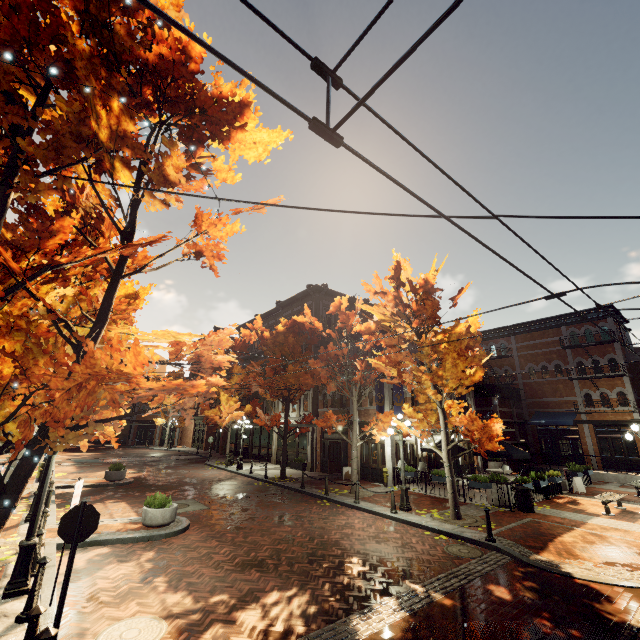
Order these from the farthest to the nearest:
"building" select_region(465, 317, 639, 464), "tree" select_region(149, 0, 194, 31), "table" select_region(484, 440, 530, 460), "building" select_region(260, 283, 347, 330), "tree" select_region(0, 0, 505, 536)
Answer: "building" select_region(260, 283, 347, 330)
"building" select_region(465, 317, 639, 464)
"table" select_region(484, 440, 530, 460)
"tree" select_region(149, 0, 194, 31)
"tree" select_region(0, 0, 505, 536)

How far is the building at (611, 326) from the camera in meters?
24.3

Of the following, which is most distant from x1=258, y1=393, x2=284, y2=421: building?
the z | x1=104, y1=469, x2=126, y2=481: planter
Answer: x1=104, y1=469, x2=126, y2=481: planter

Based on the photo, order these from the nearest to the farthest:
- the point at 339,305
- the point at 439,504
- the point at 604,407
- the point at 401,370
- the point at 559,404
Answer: the point at 401,370
the point at 439,504
the point at 339,305
the point at 604,407
the point at 559,404

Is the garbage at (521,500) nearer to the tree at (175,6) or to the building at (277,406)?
the tree at (175,6)

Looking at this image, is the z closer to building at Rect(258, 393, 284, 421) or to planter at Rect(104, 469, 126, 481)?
building at Rect(258, 393, 284, 421)

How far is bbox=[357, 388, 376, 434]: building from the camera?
19.9m

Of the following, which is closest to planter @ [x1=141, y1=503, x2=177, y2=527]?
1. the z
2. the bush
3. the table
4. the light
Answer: the bush
